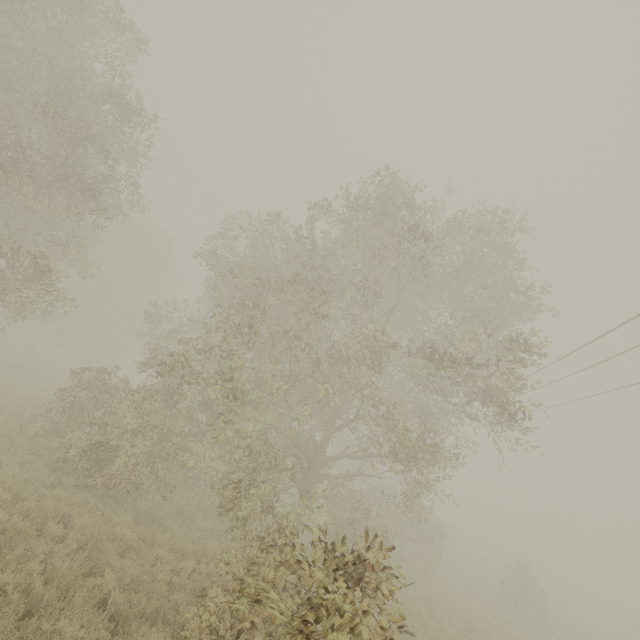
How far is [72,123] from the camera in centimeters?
951cm
